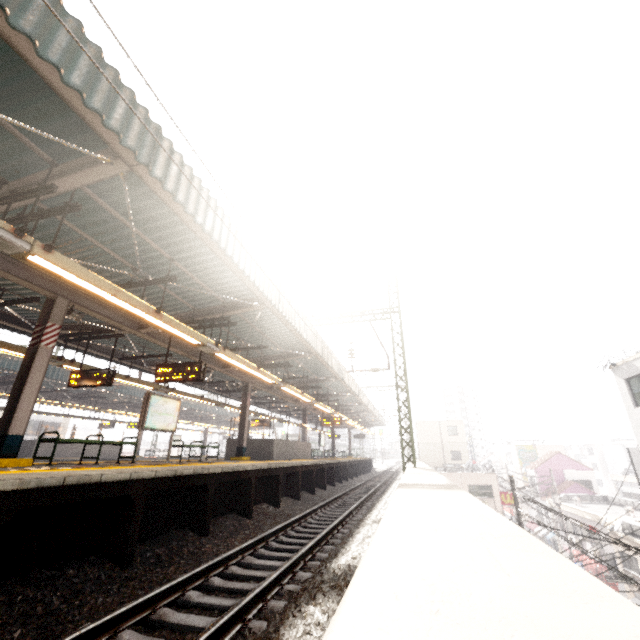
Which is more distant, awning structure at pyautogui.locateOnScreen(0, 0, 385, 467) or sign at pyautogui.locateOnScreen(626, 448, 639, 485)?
sign at pyautogui.locateOnScreen(626, 448, 639, 485)

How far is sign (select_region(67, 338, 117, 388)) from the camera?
9.69m

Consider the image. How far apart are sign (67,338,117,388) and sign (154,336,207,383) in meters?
1.7

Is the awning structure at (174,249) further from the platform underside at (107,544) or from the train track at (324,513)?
the train track at (324,513)

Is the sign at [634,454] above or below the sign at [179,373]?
below

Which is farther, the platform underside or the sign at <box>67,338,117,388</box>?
the sign at <box>67,338,117,388</box>

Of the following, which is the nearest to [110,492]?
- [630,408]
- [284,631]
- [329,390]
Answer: [284,631]

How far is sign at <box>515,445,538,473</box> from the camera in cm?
4422
